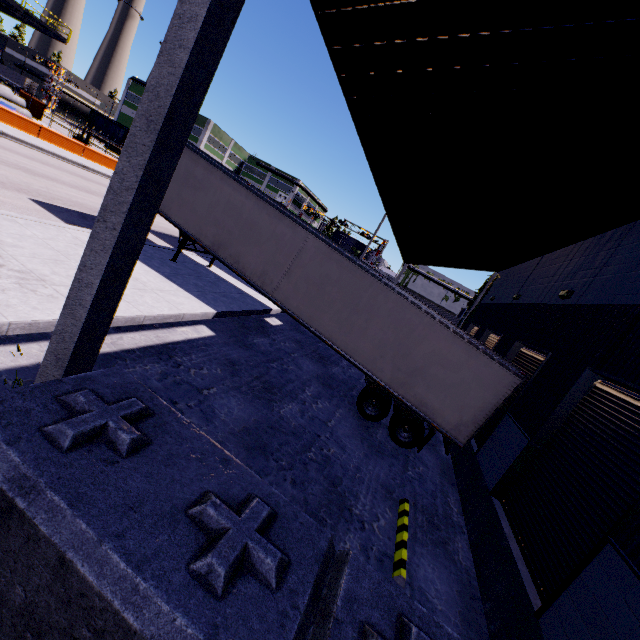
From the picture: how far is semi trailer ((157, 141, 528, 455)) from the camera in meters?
9.3

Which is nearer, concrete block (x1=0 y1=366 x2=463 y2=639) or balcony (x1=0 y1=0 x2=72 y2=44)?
concrete block (x1=0 y1=366 x2=463 y2=639)

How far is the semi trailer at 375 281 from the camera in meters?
9.3 m

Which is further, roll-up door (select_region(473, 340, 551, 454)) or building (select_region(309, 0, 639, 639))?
roll-up door (select_region(473, 340, 551, 454))

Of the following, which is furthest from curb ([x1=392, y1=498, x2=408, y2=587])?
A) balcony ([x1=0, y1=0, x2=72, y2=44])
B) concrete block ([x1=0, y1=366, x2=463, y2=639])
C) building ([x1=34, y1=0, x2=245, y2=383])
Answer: balcony ([x1=0, y1=0, x2=72, y2=44])

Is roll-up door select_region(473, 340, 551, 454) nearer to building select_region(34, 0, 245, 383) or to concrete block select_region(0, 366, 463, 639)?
building select_region(34, 0, 245, 383)

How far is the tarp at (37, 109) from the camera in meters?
34.8 m

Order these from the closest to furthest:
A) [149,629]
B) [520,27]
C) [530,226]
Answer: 1. [149,629]
2. [520,27]
3. [530,226]
